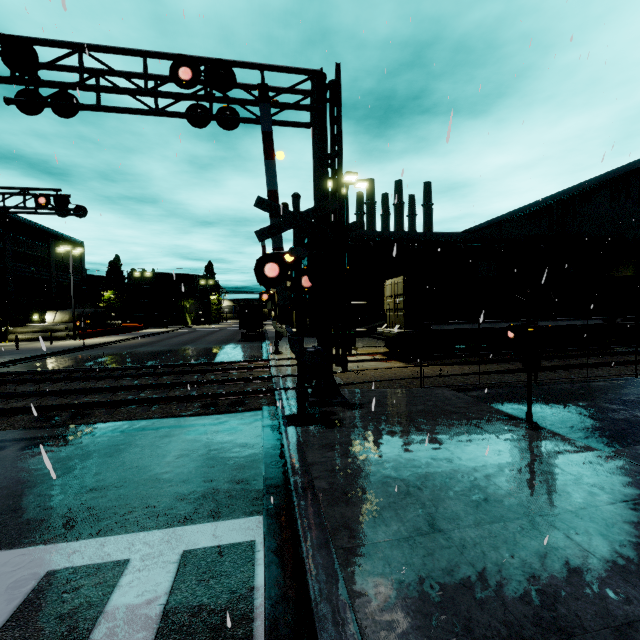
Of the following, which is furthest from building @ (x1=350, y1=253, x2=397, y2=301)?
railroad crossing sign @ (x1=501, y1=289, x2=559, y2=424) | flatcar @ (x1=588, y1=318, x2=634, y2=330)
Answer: railroad crossing sign @ (x1=501, y1=289, x2=559, y2=424)

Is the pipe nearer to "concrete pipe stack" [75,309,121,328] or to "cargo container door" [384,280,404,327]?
"cargo container door" [384,280,404,327]

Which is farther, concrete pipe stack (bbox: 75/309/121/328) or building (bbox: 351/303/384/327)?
concrete pipe stack (bbox: 75/309/121/328)

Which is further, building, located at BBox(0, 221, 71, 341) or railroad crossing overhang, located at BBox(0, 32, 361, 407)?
building, located at BBox(0, 221, 71, 341)

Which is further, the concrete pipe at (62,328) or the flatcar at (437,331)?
the concrete pipe at (62,328)

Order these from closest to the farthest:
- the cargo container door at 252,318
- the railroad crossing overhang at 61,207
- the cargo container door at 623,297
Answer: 1. the railroad crossing overhang at 61,207
2. the cargo container door at 623,297
3. the cargo container door at 252,318

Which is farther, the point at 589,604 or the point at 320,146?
the point at 320,146

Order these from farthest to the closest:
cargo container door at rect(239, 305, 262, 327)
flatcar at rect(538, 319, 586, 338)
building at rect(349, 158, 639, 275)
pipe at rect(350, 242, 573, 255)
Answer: pipe at rect(350, 242, 573, 255)
cargo container door at rect(239, 305, 262, 327)
building at rect(349, 158, 639, 275)
flatcar at rect(538, 319, 586, 338)
